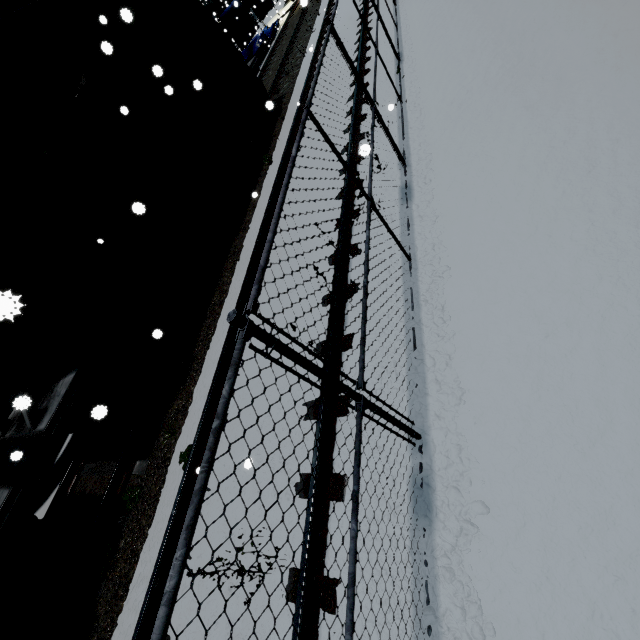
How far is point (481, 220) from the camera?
3.6 meters

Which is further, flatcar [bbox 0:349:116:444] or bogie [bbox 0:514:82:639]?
flatcar [bbox 0:349:116:444]

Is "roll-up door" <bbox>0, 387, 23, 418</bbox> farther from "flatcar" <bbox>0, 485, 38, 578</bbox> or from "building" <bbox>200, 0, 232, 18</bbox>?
"flatcar" <bbox>0, 485, 38, 578</bbox>

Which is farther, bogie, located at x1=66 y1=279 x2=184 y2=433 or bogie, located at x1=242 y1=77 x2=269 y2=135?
bogie, located at x1=242 y1=77 x2=269 y2=135

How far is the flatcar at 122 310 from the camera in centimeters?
599cm

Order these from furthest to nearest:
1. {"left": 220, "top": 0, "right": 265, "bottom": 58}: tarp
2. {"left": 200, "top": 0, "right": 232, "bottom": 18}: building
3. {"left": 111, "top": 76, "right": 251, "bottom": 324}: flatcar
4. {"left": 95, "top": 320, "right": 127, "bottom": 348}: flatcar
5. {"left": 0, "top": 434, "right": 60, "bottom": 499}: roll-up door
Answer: {"left": 200, "top": 0, "right": 232, "bottom": 18}: building < {"left": 220, "top": 0, "right": 265, "bottom": 58}: tarp < {"left": 0, "top": 434, "right": 60, "bottom": 499}: roll-up door < {"left": 111, "top": 76, "right": 251, "bottom": 324}: flatcar < {"left": 95, "top": 320, "right": 127, "bottom": 348}: flatcar

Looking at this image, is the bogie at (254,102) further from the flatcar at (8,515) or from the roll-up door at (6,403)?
the flatcar at (8,515)

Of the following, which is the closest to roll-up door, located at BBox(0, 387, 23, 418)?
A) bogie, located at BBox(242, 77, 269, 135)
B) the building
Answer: the building
